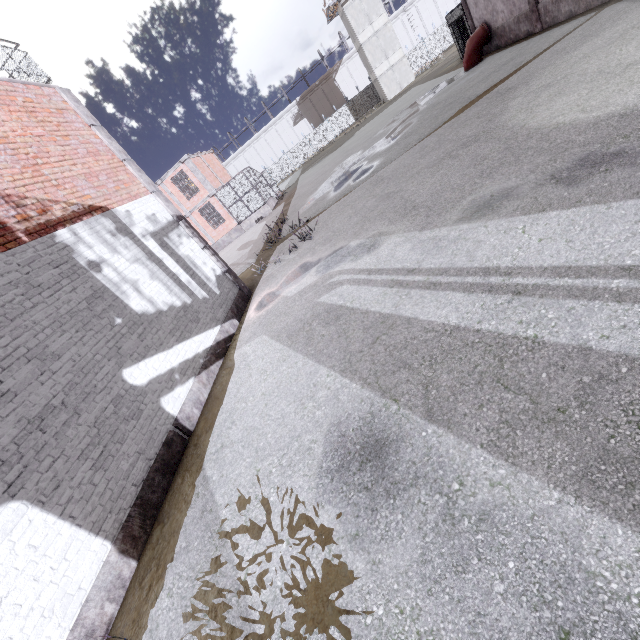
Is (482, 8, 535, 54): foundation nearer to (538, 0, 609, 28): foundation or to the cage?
(538, 0, 609, 28): foundation

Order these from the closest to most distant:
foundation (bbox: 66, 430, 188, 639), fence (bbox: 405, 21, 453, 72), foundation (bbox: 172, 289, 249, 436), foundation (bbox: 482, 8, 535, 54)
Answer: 1. foundation (bbox: 66, 430, 188, 639)
2. foundation (bbox: 172, 289, 249, 436)
3. foundation (bbox: 482, 8, 535, 54)
4. fence (bbox: 405, 21, 453, 72)

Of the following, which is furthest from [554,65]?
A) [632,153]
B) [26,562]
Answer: [26,562]

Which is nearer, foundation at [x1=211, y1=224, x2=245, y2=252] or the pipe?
the pipe

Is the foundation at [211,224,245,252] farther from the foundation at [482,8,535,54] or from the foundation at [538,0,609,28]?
the foundation at [538,0,609,28]

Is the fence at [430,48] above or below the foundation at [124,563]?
above

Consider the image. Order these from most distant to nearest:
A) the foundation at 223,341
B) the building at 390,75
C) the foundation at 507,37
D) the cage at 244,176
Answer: the building at 390,75 < the cage at 244,176 < the foundation at 507,37 < the foundation at 223,341

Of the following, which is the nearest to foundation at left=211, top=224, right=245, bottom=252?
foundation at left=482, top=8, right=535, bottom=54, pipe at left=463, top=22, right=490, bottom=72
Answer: pipe at left=463, top=22, right=490, bottom=72
